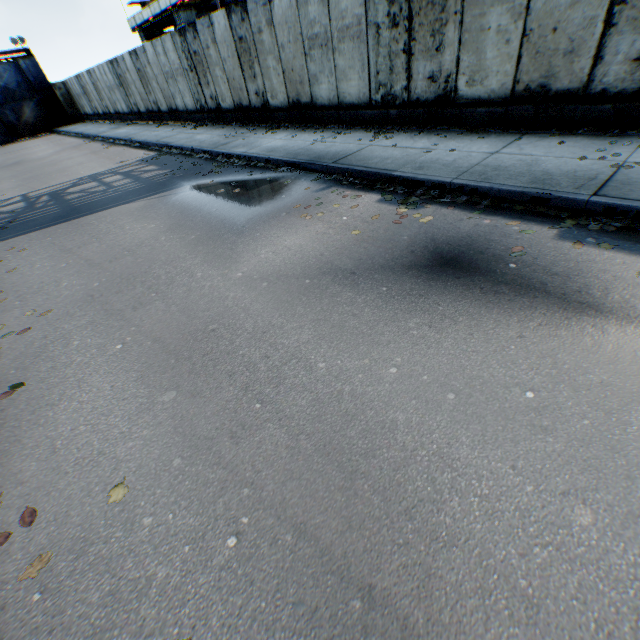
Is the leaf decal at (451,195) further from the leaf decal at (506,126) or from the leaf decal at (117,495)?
the leaf decal at (117,495)

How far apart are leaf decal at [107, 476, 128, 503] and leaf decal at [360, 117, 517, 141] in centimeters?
816cm

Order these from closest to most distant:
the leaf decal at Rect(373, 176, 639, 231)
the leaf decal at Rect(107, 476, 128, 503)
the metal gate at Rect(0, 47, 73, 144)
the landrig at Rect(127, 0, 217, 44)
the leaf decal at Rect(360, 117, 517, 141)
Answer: the leaf decal at Rect(107, 476, 128, 503), the leaf decal at Rect(373, 176, 639, 231), the leaf decal at Rect(360, 117, 517, 141), the landrig at Rect(127, 0, 217, 44), the metal gate at Rect(0, 47, 73, 144)

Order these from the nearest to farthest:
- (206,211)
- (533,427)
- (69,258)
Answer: (533,427) → (69,258) → (206,211)

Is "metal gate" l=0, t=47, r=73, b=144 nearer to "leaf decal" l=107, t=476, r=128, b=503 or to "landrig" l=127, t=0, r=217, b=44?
"landrig" l=127, t=0, r=217, b=44

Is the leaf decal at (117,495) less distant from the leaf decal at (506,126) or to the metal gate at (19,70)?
the leaf decal at (506,126)

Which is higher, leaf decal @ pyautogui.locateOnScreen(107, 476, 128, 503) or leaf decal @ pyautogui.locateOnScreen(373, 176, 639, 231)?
leaf decal @ pyautogui.locateOnScreen(373, 176, 639, 231)
